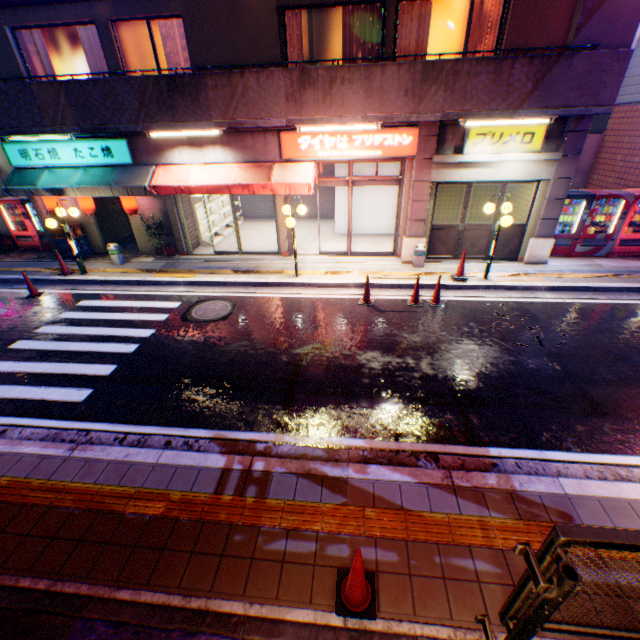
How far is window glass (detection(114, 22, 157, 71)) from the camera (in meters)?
9.27

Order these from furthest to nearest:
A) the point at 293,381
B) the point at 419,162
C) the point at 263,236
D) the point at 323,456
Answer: the point at 263,236 < the point at 419,162 < the point at 293,381 < the point at 323,456

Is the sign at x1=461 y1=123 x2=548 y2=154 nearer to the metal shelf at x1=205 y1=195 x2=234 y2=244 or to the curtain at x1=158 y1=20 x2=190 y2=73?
the curtain at x1=158 y1=20 x2=190 y2=73

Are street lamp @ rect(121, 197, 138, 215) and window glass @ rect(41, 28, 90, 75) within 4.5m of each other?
yes

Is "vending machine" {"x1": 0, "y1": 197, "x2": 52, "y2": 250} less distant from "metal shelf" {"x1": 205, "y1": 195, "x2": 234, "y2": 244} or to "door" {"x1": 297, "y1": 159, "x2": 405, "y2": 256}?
"metal shelf" {"x1": 205, "y1": 195, "x2": 234, "y2": 244}

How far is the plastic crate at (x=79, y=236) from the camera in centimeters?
1209cm

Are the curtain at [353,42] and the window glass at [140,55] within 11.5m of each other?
yes

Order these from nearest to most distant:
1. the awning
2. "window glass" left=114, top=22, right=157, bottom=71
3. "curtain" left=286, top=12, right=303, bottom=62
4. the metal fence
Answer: the metal fence
"curtain" left=286, top=12, right=303, bottom=62
"window glass" left=114, top=22, right=157, bottom=71
the awning
